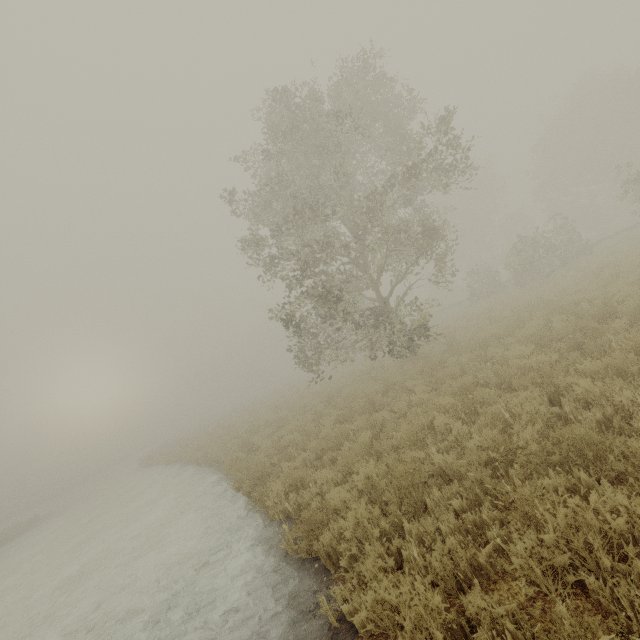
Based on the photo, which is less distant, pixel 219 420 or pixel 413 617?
pixel 413 617
